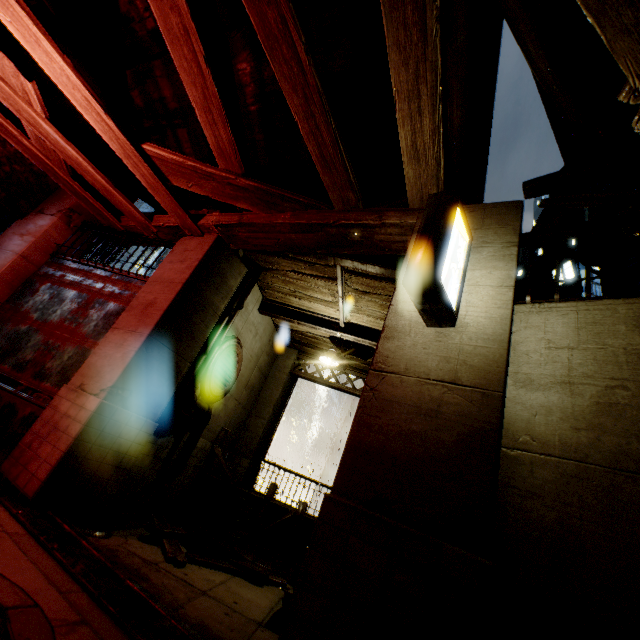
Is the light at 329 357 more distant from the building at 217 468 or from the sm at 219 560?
the sm at 219 560

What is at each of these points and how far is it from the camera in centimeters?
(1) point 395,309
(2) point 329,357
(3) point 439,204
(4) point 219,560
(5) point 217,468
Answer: (1) building, 367cm
(2) light, 838cm
(3) sign, 313cm
(4) sm, 577cm
(5) building, 976cm

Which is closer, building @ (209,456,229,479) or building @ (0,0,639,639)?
building @ (0,0,639,639)

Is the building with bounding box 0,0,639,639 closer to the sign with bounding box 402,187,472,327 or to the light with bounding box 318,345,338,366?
the sign with bounding box 402,187,472,327

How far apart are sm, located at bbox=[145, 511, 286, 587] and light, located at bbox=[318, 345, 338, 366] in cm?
468

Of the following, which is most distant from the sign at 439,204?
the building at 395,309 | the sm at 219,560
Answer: the sm at 219,560

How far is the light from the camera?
8.4m

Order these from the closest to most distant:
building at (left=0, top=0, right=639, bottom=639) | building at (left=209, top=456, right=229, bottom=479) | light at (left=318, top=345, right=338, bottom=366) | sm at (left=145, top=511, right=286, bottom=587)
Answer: building at (left=0, top=0, right=639, bottom=639)
sm at (left=145, top=511, right=286, bottom=587)
light at (left=318, top=345, right=338, bottom=366)
building at (left=209, top=456, right=229, bottom=479)
